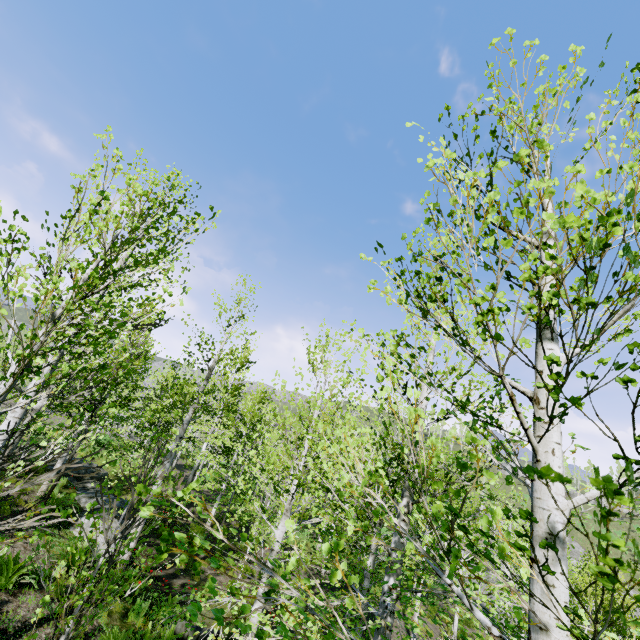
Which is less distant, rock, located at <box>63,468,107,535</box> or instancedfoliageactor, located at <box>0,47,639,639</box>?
instancedfoliageactor, located at <box>0,47,639,639</box>

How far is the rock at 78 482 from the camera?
10.5 meters

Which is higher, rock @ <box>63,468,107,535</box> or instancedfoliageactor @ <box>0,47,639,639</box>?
instancedfoliageactor @ <box>0,47,639,639</box>

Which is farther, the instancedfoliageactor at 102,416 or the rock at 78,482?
the rock at 78,482

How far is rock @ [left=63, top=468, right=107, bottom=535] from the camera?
10.49m

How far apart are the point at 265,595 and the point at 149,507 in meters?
0.7
